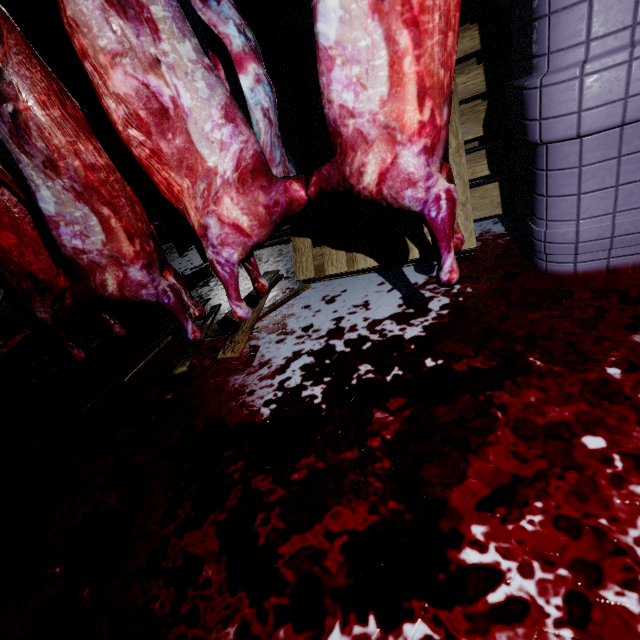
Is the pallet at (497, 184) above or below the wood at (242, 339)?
above

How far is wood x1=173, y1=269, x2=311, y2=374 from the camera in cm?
166

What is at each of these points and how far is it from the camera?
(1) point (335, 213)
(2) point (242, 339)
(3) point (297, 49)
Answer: (1) pallet, 1.8 meters
(2) wood, 1.7 meters
(3) pallet, 2.0 meters

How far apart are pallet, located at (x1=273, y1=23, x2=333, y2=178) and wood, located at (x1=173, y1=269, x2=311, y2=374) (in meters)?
0.07

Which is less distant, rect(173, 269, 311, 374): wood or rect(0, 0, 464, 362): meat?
rect(0, 0, 464, 362): meat

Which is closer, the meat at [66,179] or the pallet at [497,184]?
the meat at [66,179]
